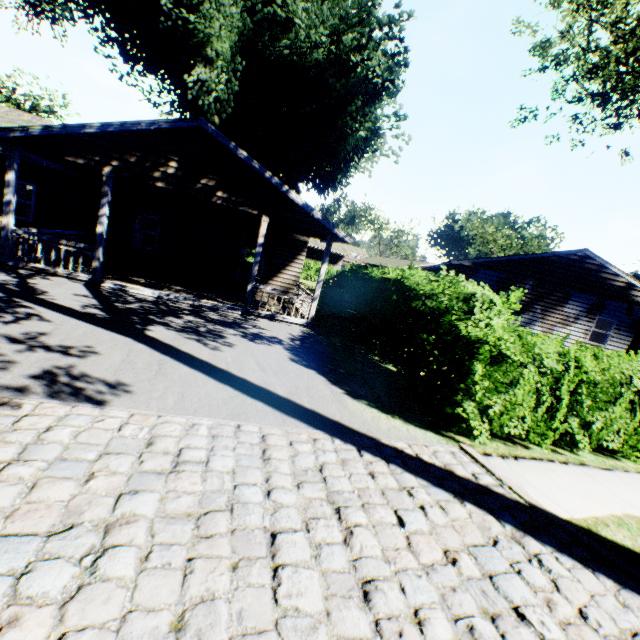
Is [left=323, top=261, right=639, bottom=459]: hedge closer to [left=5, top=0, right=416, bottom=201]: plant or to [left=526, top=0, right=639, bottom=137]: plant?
[left=5, top=0, right=416, bottom=201]: plant

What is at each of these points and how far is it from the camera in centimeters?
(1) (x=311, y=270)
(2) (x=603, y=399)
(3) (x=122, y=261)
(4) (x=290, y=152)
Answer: (1) hedge, 3822cm
(2) hedge, 661cm
(3) house, 1513cm
(4) plant, 2627cm

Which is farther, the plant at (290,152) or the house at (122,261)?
the plant at (290,152)

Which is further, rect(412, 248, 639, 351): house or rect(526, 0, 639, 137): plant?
rect(412, 248, 639, 351): house

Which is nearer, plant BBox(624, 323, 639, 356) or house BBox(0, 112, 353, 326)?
house BBox(0, 112, 353, 326)

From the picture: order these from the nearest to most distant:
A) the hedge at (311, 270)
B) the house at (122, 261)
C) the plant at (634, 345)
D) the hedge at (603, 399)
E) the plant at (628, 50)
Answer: the hedge at (603, 399), the house at (122, 261), the plant at (628, 50), the plant at (634, 345), the hedge at (311, 270)

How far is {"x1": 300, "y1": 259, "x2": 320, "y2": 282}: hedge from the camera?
37.9m

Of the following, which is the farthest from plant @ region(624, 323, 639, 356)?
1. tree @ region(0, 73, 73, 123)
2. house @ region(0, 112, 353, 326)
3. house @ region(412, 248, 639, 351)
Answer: tree @ region(0, 73, 73, 123)
